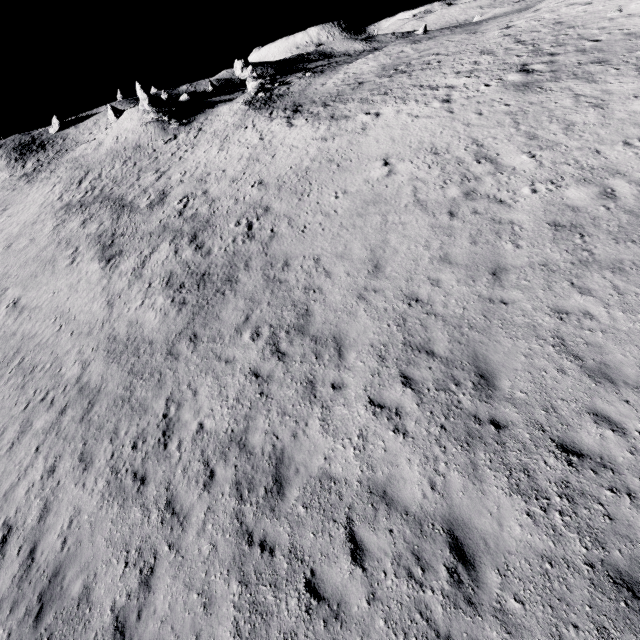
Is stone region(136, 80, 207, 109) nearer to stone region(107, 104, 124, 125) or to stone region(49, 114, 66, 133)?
stone region(107, 104, 124, 125)

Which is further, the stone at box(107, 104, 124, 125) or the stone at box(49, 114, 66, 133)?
the stone at box(49, 114, 66, 133)

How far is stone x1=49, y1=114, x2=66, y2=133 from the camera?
58.4m

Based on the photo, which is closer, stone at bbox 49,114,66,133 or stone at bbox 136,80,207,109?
stone at bbox 136,80,207,109

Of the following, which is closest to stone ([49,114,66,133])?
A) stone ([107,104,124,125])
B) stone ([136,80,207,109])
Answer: stone ([107,104,124,125])

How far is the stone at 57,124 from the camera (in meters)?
58.38

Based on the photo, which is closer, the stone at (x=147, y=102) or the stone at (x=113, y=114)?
the stone at (x=147, y=102)

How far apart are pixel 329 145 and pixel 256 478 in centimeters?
2116cm
